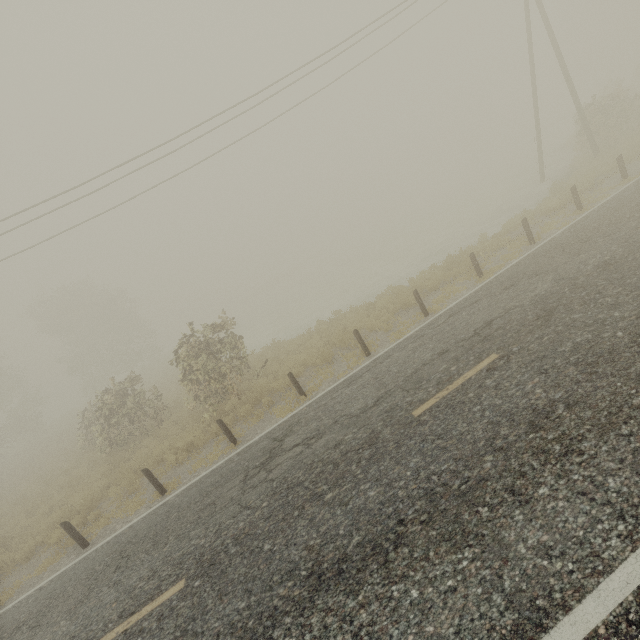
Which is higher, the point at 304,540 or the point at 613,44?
the point at 613,44
